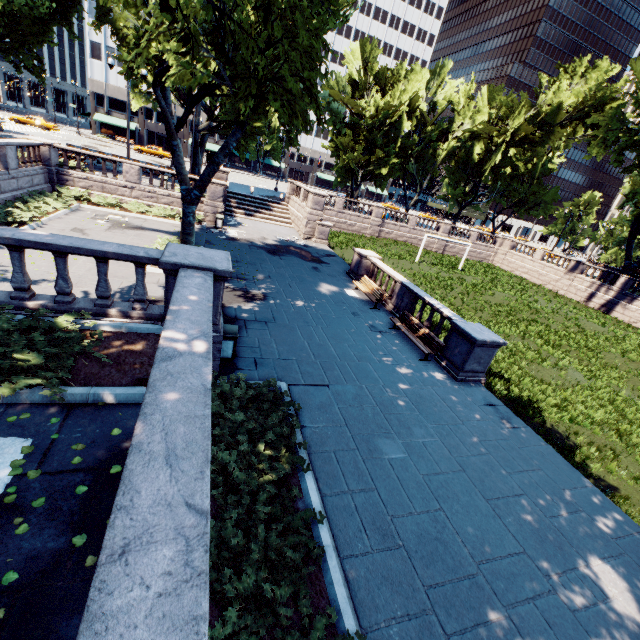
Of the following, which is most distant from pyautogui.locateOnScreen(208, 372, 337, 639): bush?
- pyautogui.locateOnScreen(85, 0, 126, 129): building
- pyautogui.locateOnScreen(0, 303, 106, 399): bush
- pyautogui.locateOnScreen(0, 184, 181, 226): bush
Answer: pyautogui.locateOnScreen(85, 0, 126, 129): building

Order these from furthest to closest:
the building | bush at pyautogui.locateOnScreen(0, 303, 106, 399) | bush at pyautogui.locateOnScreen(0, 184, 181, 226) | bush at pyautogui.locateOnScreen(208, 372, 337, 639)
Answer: the building → bush at pyautogui.locateOnScreen(0, 184, 181, 226) → bush at pyautogui.locateOnScreen(0, 303, 106, 399) → bush at pyautogui.locateOnScreen(208, 372, 337, 639)

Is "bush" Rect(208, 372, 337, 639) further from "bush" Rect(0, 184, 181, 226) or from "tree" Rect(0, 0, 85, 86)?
"bush" Rect(0, 184, 181, 226)

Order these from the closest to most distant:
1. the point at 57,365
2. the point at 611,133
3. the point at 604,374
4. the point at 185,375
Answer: the point at 185,375, the point at 57,365, the point at 604,374, the point at 611,133

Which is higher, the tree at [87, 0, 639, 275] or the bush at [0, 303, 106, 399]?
the tree at [87, 0, 639, 275]

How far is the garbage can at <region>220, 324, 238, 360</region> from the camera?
8.9m

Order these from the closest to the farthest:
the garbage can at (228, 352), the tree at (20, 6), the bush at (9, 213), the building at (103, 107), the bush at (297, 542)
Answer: the bush at (297, 542)
the garbage can at (228, 352)
the bush at (9, 213)
the tree at (20, 6)
the building at (103, 107)

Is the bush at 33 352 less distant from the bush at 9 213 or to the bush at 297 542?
the bush at 297 542
